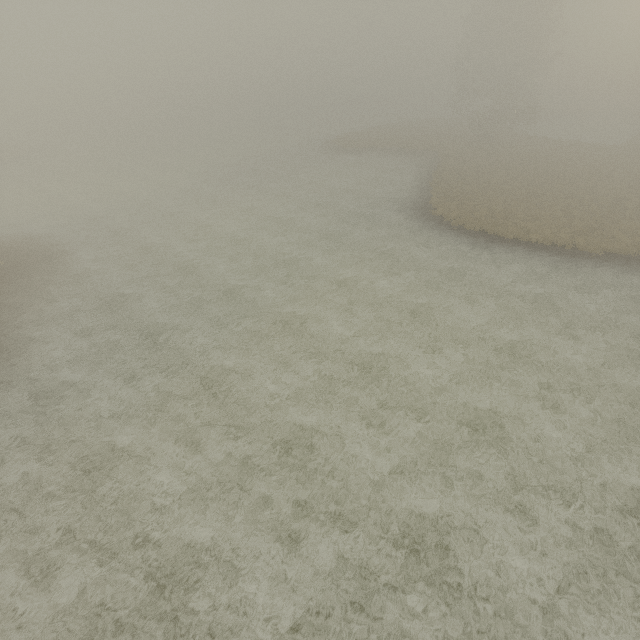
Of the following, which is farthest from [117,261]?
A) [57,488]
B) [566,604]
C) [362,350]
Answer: [566,604]
